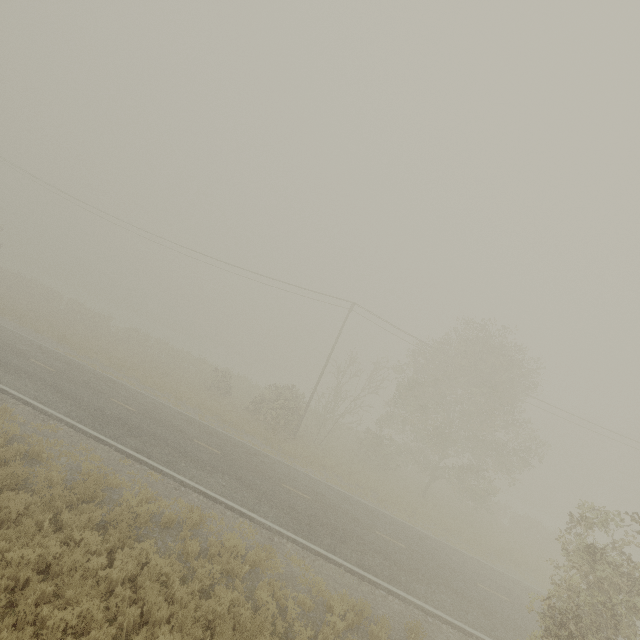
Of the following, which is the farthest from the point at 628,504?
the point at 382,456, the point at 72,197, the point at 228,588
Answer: the point at 72,197
